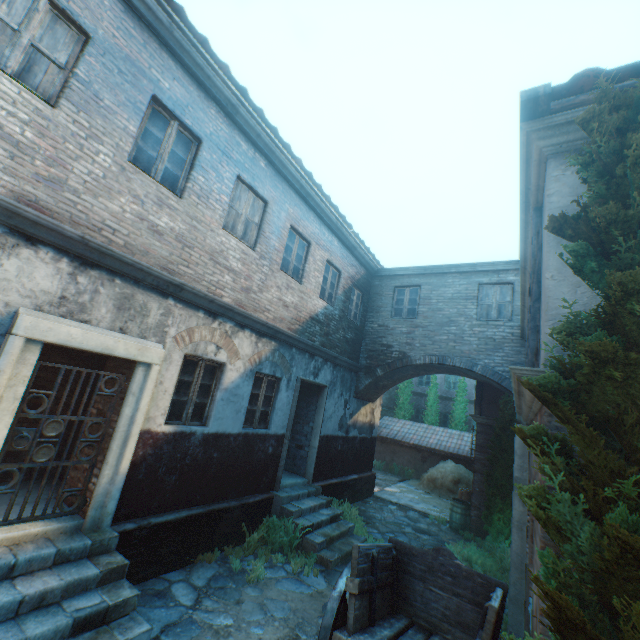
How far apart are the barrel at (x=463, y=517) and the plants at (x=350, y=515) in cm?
342

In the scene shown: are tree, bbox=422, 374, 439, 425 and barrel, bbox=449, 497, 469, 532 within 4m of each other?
no

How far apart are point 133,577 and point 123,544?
0.65m

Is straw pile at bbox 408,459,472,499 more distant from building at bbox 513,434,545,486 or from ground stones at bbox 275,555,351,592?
ground stones at bbox 275,555,351,592

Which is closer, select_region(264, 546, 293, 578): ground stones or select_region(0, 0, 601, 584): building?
select_region(0, 0, 601, 584): building

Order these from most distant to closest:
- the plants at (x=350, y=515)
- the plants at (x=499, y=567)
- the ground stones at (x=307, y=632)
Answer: the plants at (x=350, y=515) < the plants at (x=499, y=567) < the ground stones at (x=307, y=632)

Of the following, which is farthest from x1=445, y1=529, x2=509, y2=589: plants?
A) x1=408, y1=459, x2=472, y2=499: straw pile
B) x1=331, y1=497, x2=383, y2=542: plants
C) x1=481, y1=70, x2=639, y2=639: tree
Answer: x1=481, y1=70, x2=639, y2=639: tree

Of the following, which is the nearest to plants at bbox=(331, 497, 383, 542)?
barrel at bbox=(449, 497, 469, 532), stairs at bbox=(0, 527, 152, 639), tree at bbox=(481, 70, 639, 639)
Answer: barrel at bbox=(449, 497, 469, 532)
